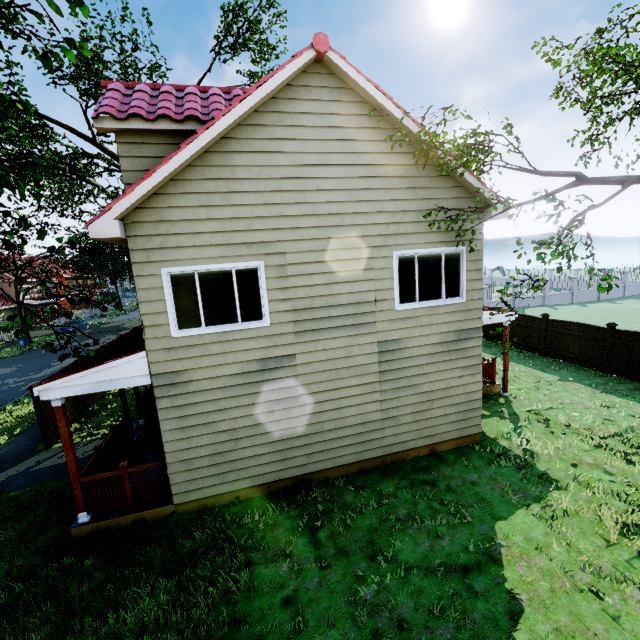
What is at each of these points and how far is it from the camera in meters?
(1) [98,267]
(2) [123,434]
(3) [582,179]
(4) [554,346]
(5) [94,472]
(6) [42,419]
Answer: (1) tree, 18.4 m
(2) wooden rail, 9.3 m
(3) tree, 6.8 m
(4) fence, 15.0 m
(5) wooden rail, 7.4 m
(6) fence post, 10.6 m

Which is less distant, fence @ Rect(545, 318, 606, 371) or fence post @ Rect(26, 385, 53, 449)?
fence post @ Rect(26, 385, 53, 449)

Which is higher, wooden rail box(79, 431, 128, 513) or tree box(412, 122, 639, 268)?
tree box(412, 122, 639, 268)

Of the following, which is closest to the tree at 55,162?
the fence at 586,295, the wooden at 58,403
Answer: the fence at 586,295

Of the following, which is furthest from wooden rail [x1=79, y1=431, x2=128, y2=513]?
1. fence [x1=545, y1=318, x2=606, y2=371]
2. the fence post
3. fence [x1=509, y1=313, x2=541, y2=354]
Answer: fence [x1=509, y1=313, x2=541, y2=354]

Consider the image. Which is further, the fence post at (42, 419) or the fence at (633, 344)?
the fence at (633, 344)

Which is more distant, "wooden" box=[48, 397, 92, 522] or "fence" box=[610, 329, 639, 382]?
"fence" box=[610, 329, 639, 382]

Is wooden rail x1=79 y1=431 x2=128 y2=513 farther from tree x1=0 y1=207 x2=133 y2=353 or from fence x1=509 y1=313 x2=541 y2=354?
fence x1=509 y1=313 x2=541 y2=354
